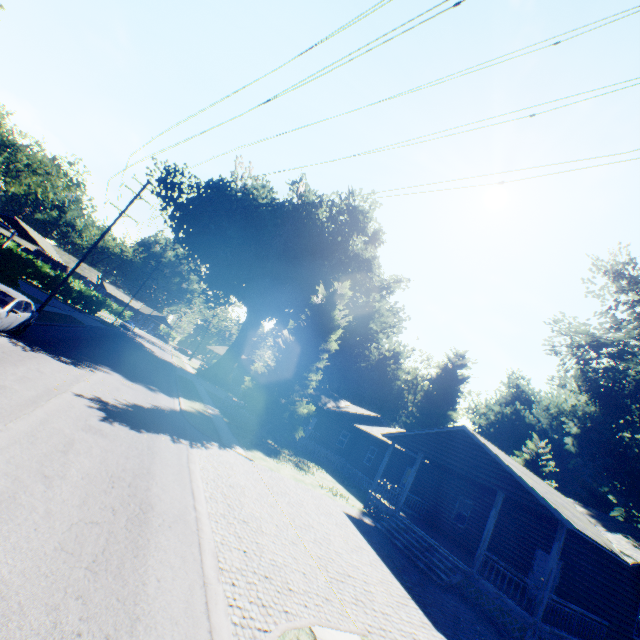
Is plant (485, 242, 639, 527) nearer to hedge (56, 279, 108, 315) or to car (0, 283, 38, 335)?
car (0, 283, 38, 335)

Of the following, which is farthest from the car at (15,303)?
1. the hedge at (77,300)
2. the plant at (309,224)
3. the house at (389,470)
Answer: the hedge at (77,300)

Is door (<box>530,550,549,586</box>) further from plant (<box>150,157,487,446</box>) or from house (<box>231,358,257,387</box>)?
house (<box>231,358,257,387</box>)

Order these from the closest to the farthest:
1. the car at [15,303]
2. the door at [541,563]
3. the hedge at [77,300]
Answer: the car at [15,303] → the door at [541,563] → the hedge at [77,300]

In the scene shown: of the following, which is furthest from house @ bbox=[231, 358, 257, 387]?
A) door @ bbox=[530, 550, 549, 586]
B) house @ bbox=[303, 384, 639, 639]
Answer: door @ bbox=[530, 550, 549, 586]

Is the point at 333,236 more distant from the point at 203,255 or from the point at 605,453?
the point at 605,453

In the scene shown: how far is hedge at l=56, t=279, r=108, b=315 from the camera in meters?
43.4

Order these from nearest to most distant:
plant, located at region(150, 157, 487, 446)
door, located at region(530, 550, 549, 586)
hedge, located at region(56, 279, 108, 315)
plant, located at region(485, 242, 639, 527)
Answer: door, located at region(530, 550, 549, 586)
plant, located at region(485, 242, 639, 527)
plant, located at region(150, 157, 487, 446)
hedge, located at region(56, 279, 108, 315)
